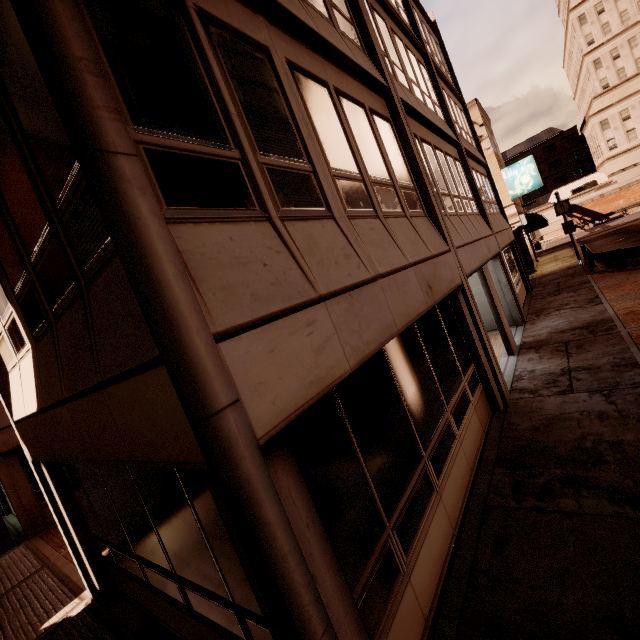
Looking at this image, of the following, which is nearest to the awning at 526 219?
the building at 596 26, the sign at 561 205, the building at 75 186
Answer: the building at 75 186

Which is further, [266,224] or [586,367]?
[586,367]

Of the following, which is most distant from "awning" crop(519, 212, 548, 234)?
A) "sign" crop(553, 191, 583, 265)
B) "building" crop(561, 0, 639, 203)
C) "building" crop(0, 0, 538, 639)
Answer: "building" crop(561, 0, 639, 203)

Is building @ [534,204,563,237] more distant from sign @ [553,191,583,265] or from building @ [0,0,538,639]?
sign @ [553,191,583,265]

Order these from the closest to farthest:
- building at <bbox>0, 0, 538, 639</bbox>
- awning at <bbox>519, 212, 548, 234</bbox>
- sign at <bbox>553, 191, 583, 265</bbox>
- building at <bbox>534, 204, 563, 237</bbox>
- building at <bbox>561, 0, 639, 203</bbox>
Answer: building at <bbox>0, 0, 538, 639</bbox> → sign at <bbox>553, 191, 583, 265</bbox> → awning at <bbox>519, 212, 548, 234</bbox> → building at <bbox>561, 0, 639, 203</bbox> → building at <bbox>534, 204, 563, 237</bbox>

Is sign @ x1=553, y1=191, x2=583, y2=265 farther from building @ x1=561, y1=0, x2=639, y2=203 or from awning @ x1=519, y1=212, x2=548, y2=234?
building @ x1=561, y1=0, x2=639, y2=203

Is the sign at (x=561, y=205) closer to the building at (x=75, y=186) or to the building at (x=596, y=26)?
the building at (x=75, y=186)

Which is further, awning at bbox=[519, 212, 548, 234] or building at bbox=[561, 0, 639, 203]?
building at bbox=[561, 0, 639, 203]
